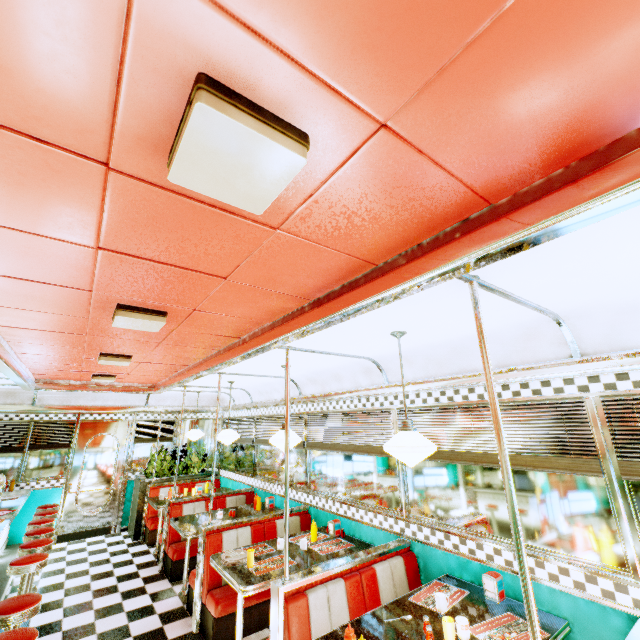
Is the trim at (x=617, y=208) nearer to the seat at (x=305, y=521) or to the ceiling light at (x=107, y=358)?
the ceiling light at (x=107, y=358)

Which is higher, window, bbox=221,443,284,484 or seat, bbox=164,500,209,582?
window, bbox=221,443,284,484

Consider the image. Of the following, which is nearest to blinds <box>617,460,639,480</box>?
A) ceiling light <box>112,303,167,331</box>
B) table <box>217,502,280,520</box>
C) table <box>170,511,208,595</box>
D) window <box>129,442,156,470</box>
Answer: ceiling light <box>112,303,167,331</box>

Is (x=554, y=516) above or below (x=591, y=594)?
above

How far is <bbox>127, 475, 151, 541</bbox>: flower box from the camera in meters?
7.0 m

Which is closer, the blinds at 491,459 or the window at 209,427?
the blinds at 491,459

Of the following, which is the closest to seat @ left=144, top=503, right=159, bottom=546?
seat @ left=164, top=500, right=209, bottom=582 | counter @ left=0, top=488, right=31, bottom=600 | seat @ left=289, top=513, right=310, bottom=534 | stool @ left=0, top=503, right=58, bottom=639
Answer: seat @ left=164, top=500, right=209, bottom=582

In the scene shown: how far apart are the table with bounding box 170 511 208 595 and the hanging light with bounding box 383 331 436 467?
4.0m
